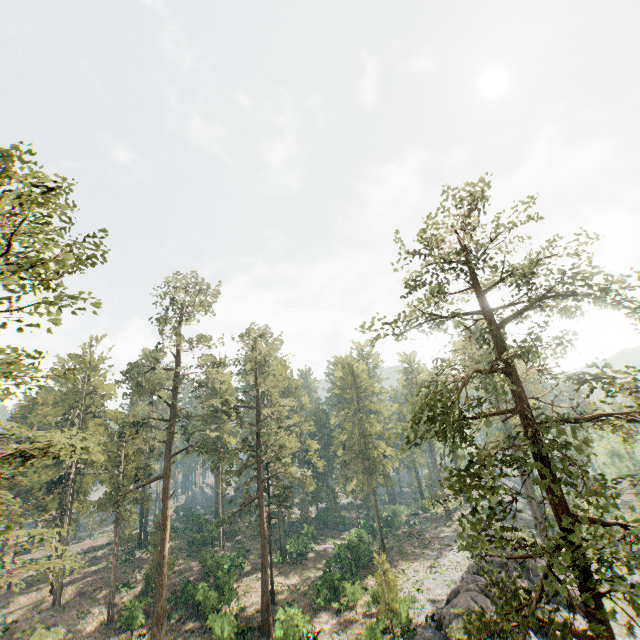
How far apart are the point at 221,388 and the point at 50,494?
28.19m

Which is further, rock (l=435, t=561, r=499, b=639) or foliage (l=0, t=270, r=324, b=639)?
rock (l=435, t=561, r=499, b=639)

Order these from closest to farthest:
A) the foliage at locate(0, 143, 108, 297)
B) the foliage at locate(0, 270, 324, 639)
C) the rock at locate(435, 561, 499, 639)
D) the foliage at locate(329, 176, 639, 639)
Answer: the foliage at locate(329, 176, 639, 639)
the foliage at locate(0, 143, 108, 297)
the foliage at locate(0, 270, 324, 639)
the rock at locate(435, 561, 499, 639)

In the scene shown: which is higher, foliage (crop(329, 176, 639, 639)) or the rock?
foliage (crop(329, 176, 639, 639))

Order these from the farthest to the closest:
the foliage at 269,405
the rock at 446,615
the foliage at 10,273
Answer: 1. the rock at 446,615
2. the foliage at 269,405
3. the foliage at 10,273

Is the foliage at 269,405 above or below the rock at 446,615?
above
